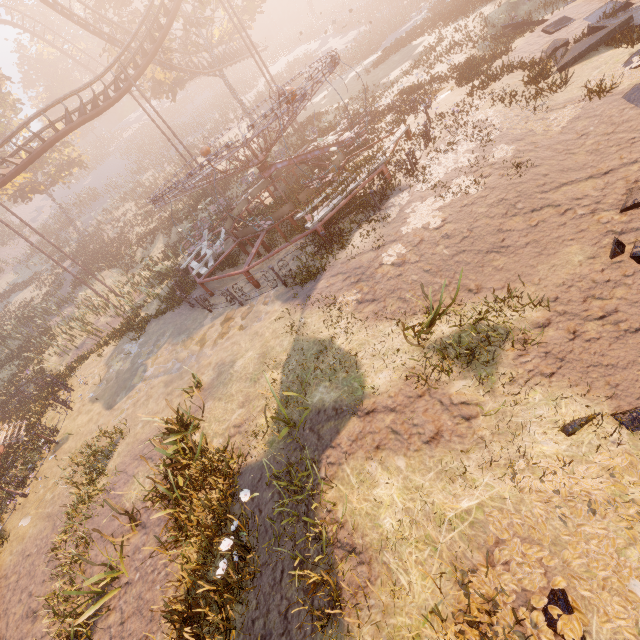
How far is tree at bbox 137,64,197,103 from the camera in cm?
2691

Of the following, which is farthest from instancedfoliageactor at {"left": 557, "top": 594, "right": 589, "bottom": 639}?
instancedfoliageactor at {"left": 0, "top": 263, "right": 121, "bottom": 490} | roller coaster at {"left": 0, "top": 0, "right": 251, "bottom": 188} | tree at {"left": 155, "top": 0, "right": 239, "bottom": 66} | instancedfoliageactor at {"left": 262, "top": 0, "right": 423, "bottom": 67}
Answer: tree at {"left": 155, "top": 0, "right": 239, "bottom": 66}

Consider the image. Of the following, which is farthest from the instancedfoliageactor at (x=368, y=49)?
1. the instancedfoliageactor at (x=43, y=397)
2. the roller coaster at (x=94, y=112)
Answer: the instancedfoliageactor at (x=43, y=397)

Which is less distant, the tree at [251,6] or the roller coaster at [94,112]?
the roller coaster at [94,112]

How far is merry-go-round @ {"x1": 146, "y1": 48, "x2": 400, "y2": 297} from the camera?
10.83m

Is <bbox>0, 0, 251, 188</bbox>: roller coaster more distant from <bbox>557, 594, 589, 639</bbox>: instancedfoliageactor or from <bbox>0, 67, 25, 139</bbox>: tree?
<bbox>557, 594, 589, 639</bbox>: instancedfoliageactor

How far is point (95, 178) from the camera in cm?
5272

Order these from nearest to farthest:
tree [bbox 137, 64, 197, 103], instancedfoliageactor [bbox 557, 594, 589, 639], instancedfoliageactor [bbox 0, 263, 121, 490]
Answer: instancedfoliageactor [bbox 557, 594, 589, 639] < instancedfoliageactor [bbox 0, 263, 121, 490] < tree [bbox 137, 64, 197, 103]
